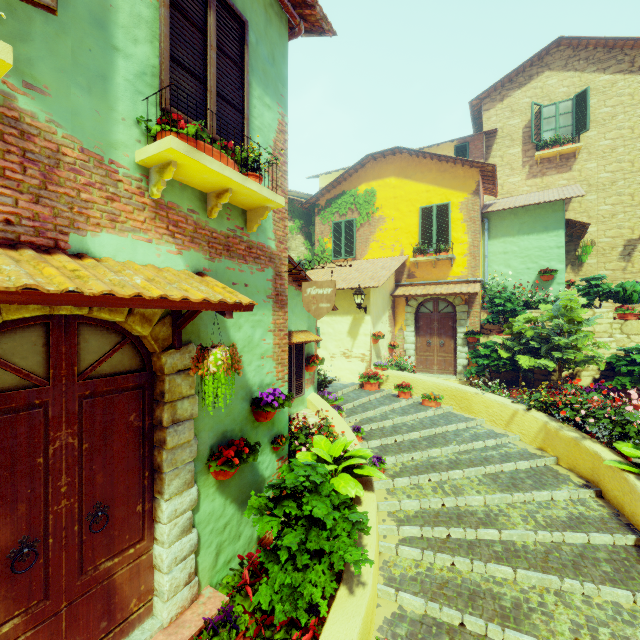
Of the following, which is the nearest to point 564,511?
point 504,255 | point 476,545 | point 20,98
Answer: point 476,545

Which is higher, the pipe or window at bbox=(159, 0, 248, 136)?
the pipe

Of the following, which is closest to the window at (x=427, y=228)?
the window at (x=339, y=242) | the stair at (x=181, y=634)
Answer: the window at (x=339, y=242)

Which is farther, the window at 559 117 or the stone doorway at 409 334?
the window at 559 117

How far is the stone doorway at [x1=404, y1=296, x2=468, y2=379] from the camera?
11.4m

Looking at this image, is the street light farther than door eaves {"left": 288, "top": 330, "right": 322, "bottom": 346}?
Yes

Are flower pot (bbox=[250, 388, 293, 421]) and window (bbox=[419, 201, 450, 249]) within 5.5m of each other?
no

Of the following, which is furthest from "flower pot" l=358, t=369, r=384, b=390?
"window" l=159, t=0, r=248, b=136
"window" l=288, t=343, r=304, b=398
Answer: "window" l=159, t=0, r=248, b=136
